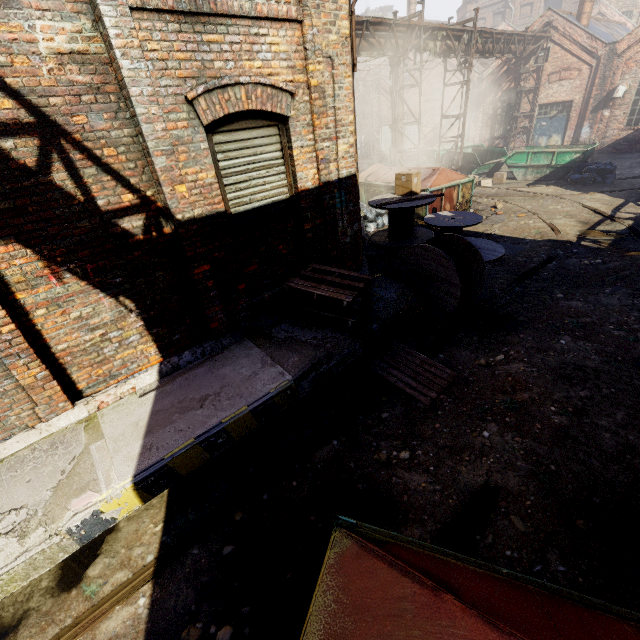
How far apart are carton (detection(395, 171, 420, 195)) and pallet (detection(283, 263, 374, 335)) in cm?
354

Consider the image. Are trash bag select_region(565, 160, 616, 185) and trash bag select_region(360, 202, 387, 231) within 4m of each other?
no

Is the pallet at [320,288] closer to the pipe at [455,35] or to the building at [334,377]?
the building at [334,377]

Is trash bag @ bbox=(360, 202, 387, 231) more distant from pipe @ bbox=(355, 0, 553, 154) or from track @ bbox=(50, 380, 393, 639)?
track @ bbox=(50, 380, 393, 639)

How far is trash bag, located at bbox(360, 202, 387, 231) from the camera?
11.88m

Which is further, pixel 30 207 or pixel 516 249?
pixel 516 249

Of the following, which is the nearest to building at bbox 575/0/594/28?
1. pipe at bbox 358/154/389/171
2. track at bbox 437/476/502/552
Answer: pipe at bbox 358/154/389/171

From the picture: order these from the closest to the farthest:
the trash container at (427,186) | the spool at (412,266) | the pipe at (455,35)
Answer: the spool at (412,266)
the trash container at (427,186)
the pipe at (455,35)
